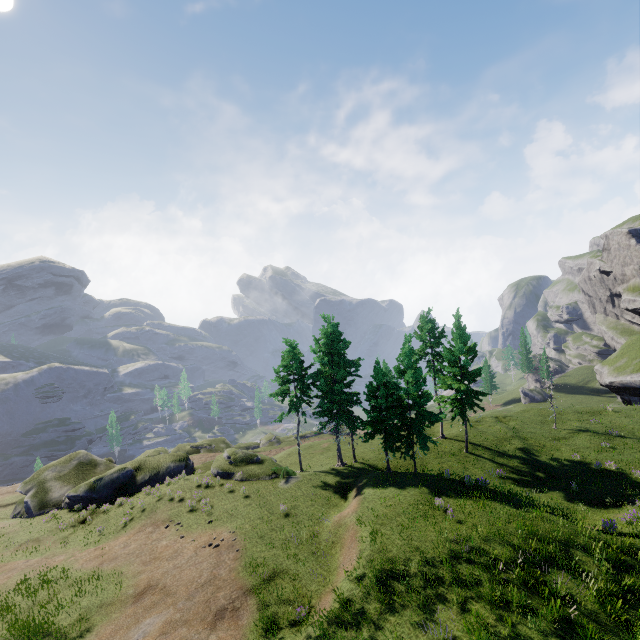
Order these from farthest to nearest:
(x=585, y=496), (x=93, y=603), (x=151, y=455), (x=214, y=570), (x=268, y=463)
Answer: (x=151, y=455), (x=268, y=463), (x=585, y=496), (x=214, y=570), (x=93, y=603)
